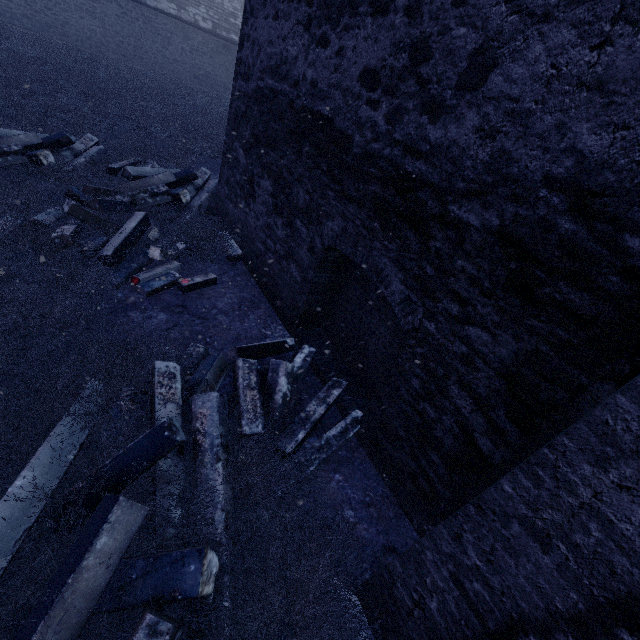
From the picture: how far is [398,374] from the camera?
2.71m
